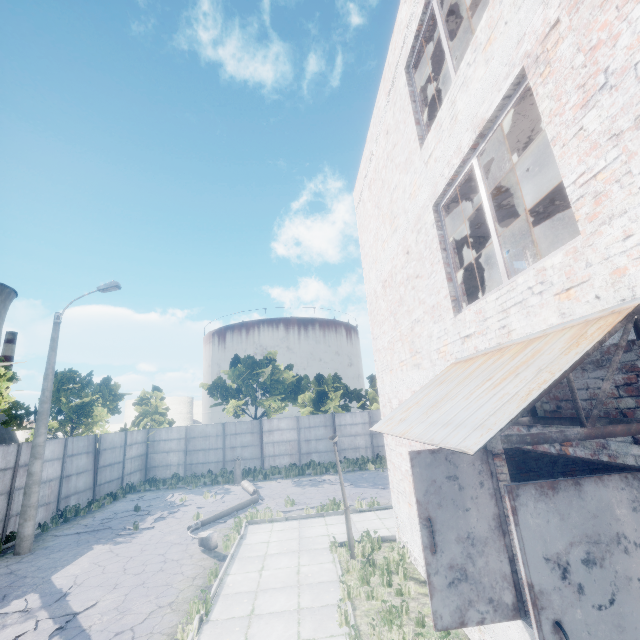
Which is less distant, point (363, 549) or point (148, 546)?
point (363, 549)

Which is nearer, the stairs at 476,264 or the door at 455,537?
the door at 455,537

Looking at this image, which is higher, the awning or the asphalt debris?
the awning

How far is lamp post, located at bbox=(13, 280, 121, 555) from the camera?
11.5 meters

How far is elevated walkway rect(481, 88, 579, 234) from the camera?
4.85m

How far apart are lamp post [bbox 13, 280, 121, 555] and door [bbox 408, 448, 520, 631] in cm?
1448

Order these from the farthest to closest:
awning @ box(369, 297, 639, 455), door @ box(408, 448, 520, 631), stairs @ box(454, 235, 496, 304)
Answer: stairs @ box(454, 235, 496, 304)
door @ box(408, 448, 520, 631)
awning @ box(369, 297, 639, 455)

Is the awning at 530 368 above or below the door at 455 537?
above
